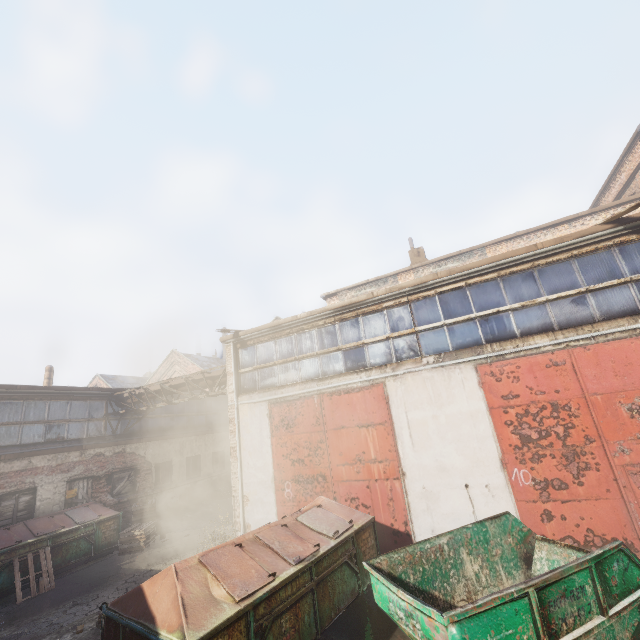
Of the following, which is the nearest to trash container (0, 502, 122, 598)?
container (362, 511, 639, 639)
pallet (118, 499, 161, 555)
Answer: pallet (118, 499, 161, 555)

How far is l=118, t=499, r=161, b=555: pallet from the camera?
11.4 meters

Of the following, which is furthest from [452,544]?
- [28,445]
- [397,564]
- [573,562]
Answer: [28,445]

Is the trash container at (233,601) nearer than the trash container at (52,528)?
Yes

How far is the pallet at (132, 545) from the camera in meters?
11.4 m

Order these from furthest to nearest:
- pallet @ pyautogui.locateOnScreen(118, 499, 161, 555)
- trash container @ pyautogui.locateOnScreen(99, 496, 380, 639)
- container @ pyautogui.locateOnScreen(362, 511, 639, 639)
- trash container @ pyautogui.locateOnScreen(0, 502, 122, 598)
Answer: pallet @ pyautogui.locateOnScreen(118, 499, 161, 555), trash container @ pyautogui.locateOnScreen(0, 502, 122, 598), trash container @ pyautogui.locateOnScreen(99, 496, 380, 639), container @ pyautogui.locateOnScreen(362, 511, 639, 639)

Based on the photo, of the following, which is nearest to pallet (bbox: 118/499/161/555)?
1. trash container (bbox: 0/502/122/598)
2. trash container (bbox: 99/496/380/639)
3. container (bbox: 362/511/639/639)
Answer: trash container (bbox: 0/502/122/598)

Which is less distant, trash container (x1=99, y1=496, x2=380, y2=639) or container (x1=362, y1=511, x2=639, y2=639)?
container (x1=362, y1=511, x2=639, y2=639)
